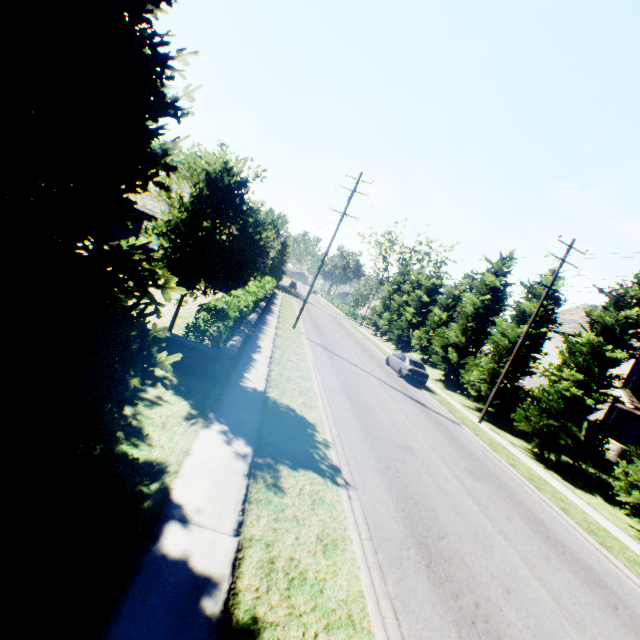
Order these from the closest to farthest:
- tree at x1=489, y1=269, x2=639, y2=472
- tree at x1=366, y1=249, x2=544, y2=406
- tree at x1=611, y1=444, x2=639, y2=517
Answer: tree at x1=611, y1=444, x2=639, y2=517
tree at x1=489, y1=269, x2=639, y2=472
tree at x1=366, y1=249, x2=544, y2=406

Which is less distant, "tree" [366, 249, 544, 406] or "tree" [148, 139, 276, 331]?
"tree" [148, 139, 276, 331]

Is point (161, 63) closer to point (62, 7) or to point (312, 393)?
point (62, 7)

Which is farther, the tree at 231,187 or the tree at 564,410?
the tree at 564,410

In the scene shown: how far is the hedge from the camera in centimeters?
1001cm

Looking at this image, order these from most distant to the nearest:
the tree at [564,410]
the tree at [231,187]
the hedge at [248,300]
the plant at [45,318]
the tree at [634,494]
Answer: the tree at [564,410] < the tree at [634,494] < the hedge at [248,300] < the tree at [231,187] < the plant at [45,318]

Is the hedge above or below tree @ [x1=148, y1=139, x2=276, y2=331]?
below

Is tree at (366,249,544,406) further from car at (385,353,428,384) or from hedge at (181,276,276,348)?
hedge at (181,276,276,348)
